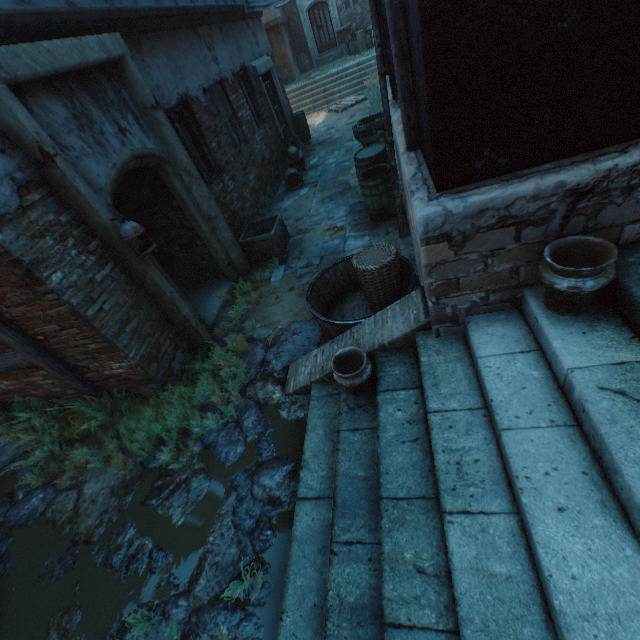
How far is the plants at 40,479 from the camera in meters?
4.0 m

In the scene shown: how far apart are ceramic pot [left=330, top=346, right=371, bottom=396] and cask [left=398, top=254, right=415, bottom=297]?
0.58m

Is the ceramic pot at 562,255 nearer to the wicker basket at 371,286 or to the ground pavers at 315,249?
the wicker basket at 371,286

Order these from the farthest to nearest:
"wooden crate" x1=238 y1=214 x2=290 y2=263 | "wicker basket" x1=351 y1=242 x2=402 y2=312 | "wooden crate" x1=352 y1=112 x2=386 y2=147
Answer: "wooden crate" x1=352 y1=112 x2=386 y2=147 < "wooden crate" x1=238 y1=214 x2=290 y2=263 < "wicker basket" x1=351 y1=242 x2=402 y2=312

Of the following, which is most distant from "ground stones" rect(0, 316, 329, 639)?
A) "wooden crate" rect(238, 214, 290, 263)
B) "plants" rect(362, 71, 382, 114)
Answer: "plants" rect(362, 71, 382, 114)

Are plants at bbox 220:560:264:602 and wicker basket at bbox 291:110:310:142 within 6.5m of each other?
no

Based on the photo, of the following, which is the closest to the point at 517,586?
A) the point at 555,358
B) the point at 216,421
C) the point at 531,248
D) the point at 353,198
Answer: the point at 555,358

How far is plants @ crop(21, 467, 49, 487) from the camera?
4.0m
